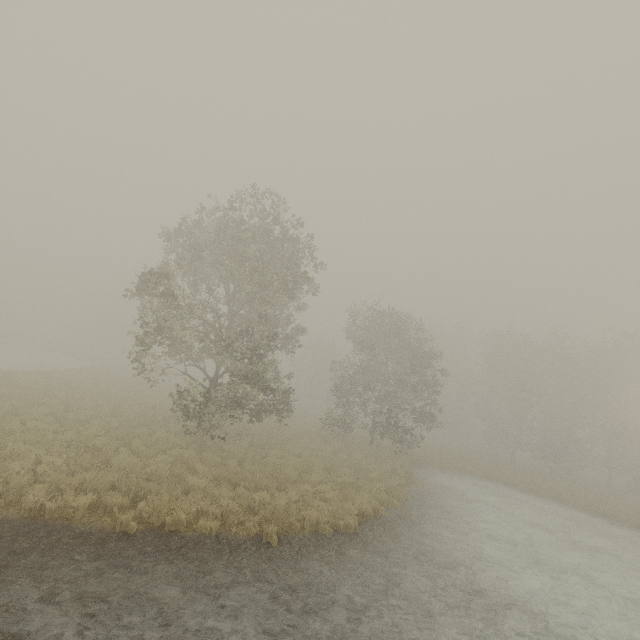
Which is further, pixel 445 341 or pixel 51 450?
pixel 445 341
